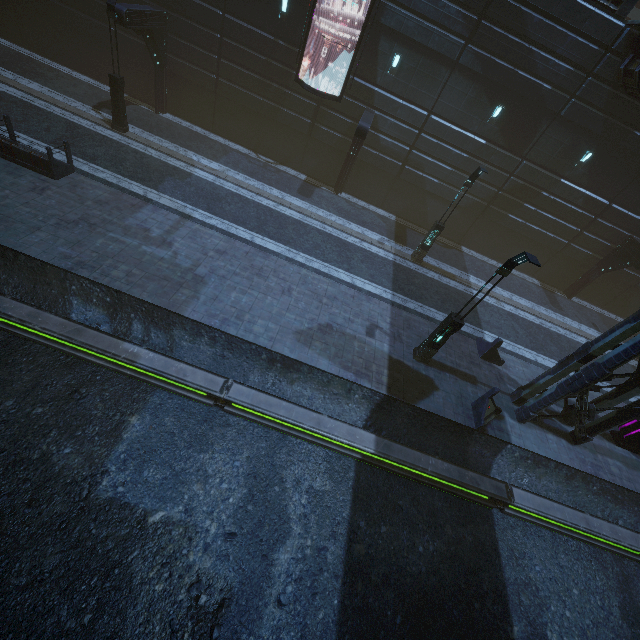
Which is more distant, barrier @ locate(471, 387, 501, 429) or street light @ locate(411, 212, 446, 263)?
street light @ locate(411, 212, 446, 263)

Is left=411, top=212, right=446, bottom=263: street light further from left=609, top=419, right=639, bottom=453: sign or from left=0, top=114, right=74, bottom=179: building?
left=609, top=419, right=639, bottom=453: sign

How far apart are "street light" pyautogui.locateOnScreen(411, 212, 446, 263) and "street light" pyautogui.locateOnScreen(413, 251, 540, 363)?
6.7m

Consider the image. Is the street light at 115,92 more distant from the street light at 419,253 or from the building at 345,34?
the street light at 419,253

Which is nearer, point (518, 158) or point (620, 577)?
point (620, 577)

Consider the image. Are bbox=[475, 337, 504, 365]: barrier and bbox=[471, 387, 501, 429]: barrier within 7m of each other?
yes

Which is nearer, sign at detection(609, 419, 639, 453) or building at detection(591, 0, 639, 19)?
sign at detection(609, 419, 639, 453)

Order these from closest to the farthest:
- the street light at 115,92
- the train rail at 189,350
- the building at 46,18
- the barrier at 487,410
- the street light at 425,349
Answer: the train rail at 189,350 < the street light at 425,349 < the barrier at 487,410 < the street light at 115,92 < the building at 46,18
